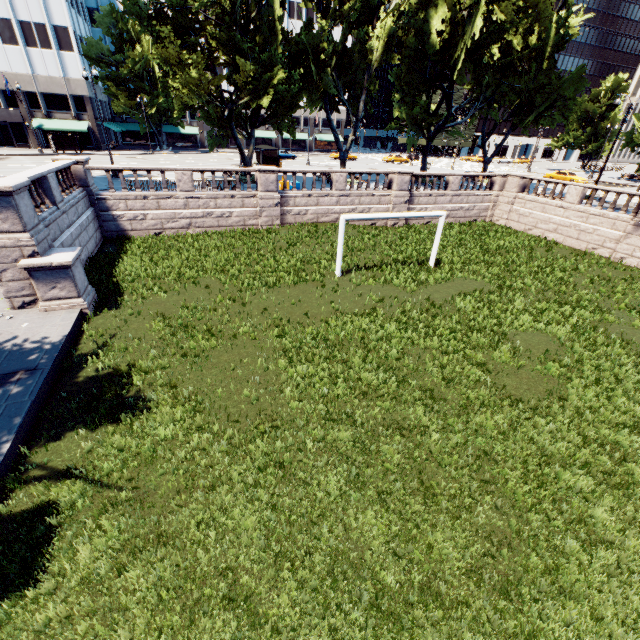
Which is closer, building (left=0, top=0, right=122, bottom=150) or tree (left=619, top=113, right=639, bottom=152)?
building (left=0, top=0, right=122, bottom=150)

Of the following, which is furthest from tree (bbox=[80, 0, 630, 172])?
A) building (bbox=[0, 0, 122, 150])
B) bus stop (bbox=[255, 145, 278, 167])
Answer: bus stop (bbox=[255, 145, 278, 167])

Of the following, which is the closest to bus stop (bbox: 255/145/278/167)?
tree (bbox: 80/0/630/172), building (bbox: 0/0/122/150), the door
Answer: tree (bbox: 80/0/630/172)

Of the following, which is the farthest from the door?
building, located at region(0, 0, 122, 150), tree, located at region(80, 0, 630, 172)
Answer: tree, located at region(80, 0, 630, 172)

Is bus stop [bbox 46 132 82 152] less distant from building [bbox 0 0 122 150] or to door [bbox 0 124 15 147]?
building [bbox 0 0 122 150]

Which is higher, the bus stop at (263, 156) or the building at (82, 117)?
the building at (82, 117)

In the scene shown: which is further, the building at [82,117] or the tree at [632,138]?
the tree at [632,138]

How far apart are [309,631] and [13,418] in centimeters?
751cm
